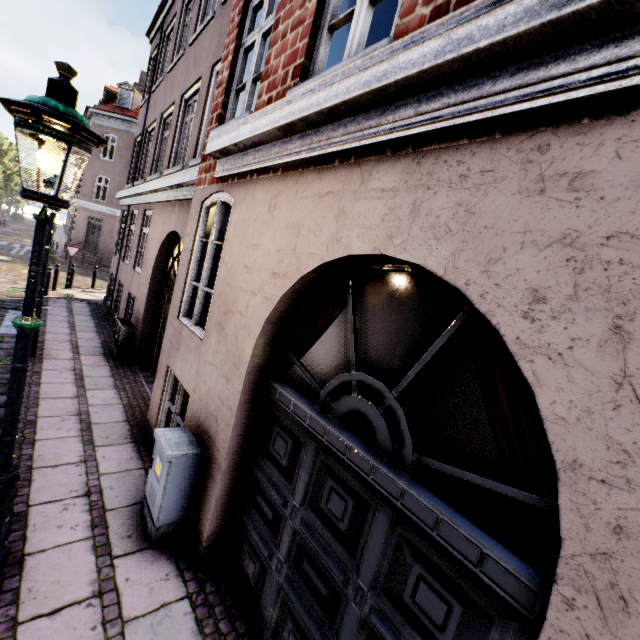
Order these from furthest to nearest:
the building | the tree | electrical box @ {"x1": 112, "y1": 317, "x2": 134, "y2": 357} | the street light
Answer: the tree, electrical box @ {"x1": 112, "y1": 317, "x2": 134, "y2": 357}, the street light, the building

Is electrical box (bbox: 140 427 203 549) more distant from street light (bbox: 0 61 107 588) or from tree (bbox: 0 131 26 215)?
tree (bbox: 0 131 26 215)

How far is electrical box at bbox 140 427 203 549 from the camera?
3.3m

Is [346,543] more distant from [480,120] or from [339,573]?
[480,120]

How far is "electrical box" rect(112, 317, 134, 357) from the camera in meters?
8.0

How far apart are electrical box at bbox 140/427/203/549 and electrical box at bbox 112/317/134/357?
5.4 meters

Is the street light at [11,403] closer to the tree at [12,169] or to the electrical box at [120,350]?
the tree at [12,169]

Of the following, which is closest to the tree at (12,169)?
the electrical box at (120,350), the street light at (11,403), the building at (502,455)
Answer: the street light at (11,403)
